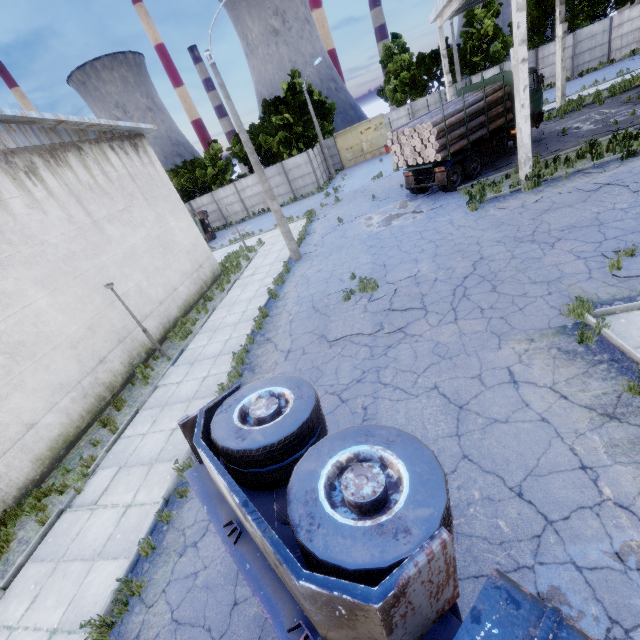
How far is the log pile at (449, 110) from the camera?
14.6m

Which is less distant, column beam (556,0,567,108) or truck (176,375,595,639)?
truck (176,375,595,639)

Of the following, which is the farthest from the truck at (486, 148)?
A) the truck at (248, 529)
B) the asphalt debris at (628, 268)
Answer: the truck at (248, 529)

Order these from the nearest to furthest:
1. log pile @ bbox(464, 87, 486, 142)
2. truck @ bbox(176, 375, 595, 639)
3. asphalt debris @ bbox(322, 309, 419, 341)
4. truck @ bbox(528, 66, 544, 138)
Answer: truck @ bbox(176, 375, 595, 639)
asphalt debris @ bbox(322, 309, 419, 341)
log pile @ bbox(464, 87, 486, 142)
truck @ bbox(528, 66, 544, 138)

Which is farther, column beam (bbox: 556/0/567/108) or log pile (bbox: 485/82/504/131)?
column beam (bbox: 556/0/567/108)

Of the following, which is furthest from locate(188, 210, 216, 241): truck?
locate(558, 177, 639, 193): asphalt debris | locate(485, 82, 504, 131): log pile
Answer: locate(558, 177, 639, 193): asphalt debris

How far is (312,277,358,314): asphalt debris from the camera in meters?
10.9 m

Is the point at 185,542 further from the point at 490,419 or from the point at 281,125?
the point at 281,125
